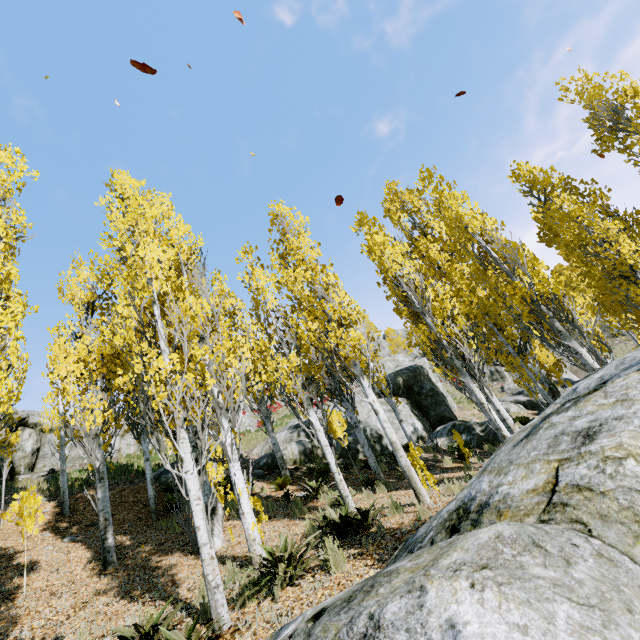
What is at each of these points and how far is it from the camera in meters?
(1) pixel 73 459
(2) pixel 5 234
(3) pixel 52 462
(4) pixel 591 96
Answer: (1) rock, 19.7 m
(2) instancedfoliageactor, 5.3 m
(3) rock, 18.9 m
(4) instancedfoliageactor, 13.2 m

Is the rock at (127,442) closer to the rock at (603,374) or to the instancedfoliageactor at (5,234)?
the instancedfoliageactor at (5,234)

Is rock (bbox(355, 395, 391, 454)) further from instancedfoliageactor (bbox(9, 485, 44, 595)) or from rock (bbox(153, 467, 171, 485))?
rock (bbox(153, 467, 171, 485))

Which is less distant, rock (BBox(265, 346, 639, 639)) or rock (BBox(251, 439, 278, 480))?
rock (BBox(265, 346, 639, 639))

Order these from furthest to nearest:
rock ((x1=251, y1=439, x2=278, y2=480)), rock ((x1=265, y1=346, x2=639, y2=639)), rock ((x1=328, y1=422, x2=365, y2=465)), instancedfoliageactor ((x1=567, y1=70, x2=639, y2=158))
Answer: rock ((x1=328, y1=422, x2=365, y2=465)), rock ((x1=251, y1=439, x2=278, y2=480)), instancedfoliageactor ((x1=567, y1=70, x2=639, y2=158)), rock ((x1=265, y1=346, x2=639, y2=639))

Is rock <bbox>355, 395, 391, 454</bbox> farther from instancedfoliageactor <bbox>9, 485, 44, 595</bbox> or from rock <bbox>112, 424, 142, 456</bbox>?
rock <bbox>112, 424, 142, 456</bbox>

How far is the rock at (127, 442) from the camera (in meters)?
21.03
